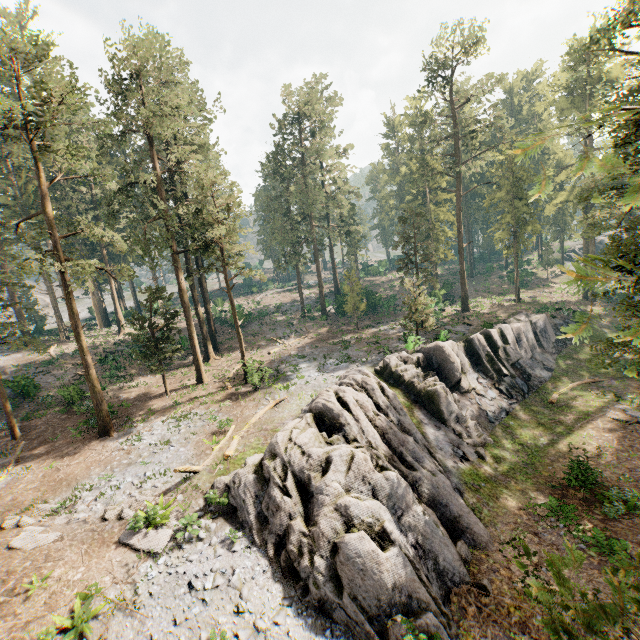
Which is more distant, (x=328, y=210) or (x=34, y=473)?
(x=328, y=210)

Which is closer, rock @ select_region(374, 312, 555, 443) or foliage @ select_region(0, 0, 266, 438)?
foliage @ select_region(0, 0, 266, 438)

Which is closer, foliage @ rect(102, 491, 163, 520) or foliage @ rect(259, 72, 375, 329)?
foliage @ rect(102, 491, 163, 520)

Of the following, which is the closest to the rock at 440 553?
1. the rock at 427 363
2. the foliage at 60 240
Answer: the rock at 427 363

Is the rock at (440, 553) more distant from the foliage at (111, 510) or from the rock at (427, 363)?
the foliage at (111, 510)

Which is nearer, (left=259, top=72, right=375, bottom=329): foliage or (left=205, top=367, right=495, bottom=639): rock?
(left=205, top=367, right=495, bottom=639): rock

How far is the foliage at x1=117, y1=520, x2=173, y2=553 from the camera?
12.70m

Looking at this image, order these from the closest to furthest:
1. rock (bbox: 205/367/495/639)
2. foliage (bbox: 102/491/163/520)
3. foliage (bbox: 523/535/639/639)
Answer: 1. foliage (bbox: 523/535/639/639)
2. rock (bbox: 205/367/495/639)
3. foliage (bbox: 102/491/163/520)
